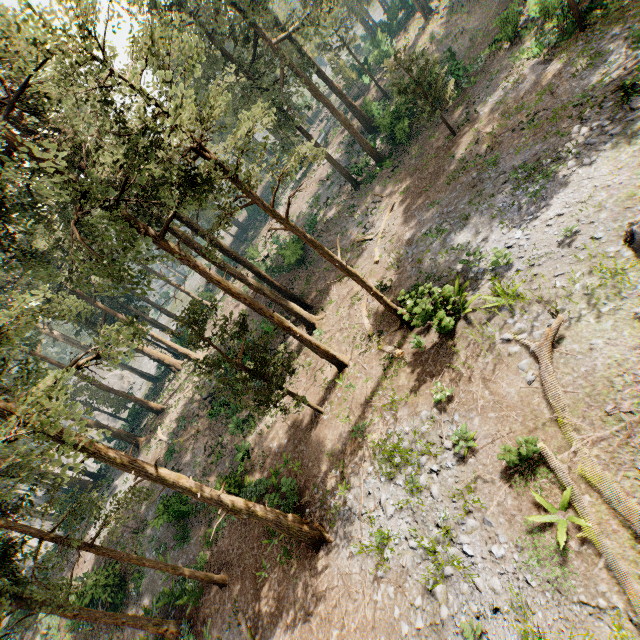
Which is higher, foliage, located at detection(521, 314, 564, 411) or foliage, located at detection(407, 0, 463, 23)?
foliage, located at detection(407, 0, 463, 23)

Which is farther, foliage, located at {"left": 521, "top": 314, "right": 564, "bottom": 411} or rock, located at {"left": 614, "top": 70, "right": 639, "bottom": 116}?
rock, located at {"left": 614, "top": 70, "right": 639, "bottom": 116}

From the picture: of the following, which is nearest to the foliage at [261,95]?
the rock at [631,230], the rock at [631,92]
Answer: the rock at [631,230]

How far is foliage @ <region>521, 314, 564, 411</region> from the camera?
9.7 meters

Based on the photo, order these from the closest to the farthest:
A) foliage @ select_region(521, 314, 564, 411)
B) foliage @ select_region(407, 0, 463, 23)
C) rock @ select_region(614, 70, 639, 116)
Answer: foliage @ select_region(521, 314, 564, 411) < rock @ select_region(614, 70, 639, 116) < foliage @ select_region(407, 0, 463, 23)

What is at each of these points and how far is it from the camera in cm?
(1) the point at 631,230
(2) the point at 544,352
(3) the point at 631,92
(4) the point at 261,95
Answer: (1) rock, 1037
(2) foliage, 1062
(3) rock, 1348
(4) foliage, 2738
